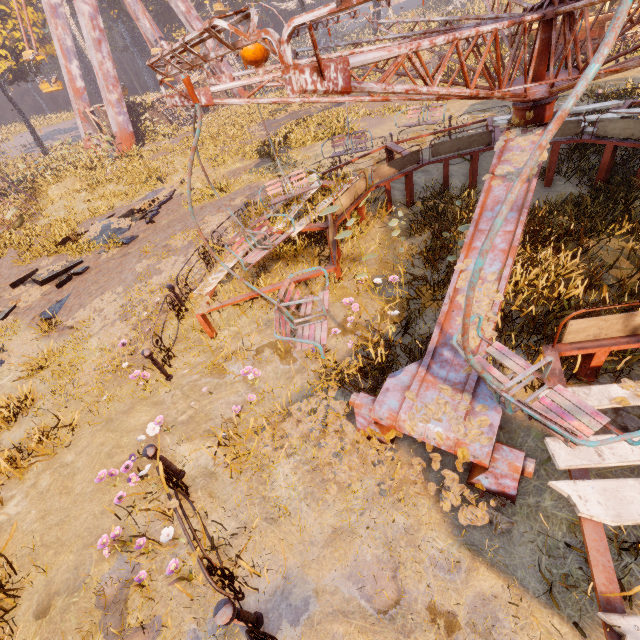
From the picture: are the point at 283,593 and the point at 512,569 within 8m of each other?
yes

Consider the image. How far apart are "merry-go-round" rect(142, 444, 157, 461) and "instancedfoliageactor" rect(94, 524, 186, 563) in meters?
0.9

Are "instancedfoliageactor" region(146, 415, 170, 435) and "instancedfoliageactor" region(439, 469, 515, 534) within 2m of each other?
no

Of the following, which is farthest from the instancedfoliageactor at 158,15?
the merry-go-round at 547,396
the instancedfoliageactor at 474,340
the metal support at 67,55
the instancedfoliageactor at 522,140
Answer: the instancedfoliageactor at 474,340

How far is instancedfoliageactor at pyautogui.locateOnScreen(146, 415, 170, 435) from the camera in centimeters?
466cm

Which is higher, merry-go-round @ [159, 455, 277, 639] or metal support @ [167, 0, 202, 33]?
metal support @ [167, 0, 202, 33]

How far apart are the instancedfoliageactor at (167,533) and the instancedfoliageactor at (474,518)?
3.2m

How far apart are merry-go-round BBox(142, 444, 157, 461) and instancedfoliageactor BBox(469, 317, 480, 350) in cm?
376
